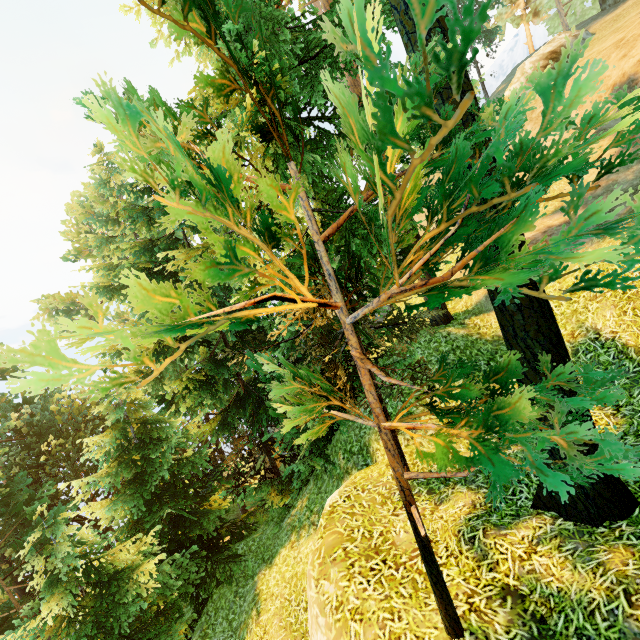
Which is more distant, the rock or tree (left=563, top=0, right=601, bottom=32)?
tree (left=563, top=0, right=601, bottom=32)

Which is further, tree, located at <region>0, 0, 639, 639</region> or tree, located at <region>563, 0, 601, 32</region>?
tree, located at <region>563, 0, 601, 32</region>

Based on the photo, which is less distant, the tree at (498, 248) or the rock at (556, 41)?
the tree at (498, 248)

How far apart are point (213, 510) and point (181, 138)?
13.6 meters

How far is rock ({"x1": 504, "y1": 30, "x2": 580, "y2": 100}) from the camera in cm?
1841

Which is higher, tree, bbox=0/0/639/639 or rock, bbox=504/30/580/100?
rock, bbox=504/30/580/100
